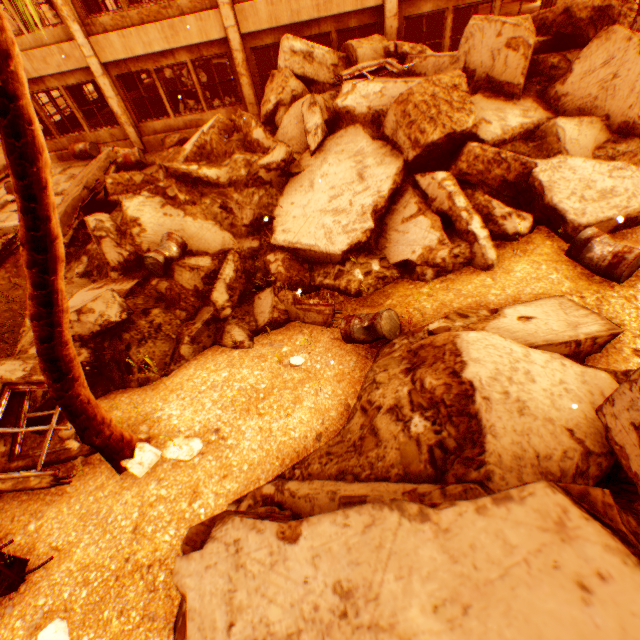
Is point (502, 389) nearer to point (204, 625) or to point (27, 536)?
point (204, 625)

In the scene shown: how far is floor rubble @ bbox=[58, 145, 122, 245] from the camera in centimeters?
795cm

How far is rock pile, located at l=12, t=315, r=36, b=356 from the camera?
6.6 meters

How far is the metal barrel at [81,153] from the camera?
12.59m

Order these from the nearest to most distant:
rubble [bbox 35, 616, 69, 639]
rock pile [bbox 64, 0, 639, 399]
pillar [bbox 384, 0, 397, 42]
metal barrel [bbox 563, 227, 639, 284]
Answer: rubble [bbox 35, 616, 69, 639], metal barrel [bbox 563, 227, 639, 284], rock pile [bbox 64, 0, 639, 399], pillar [bbox 384, 0, 397, 42]

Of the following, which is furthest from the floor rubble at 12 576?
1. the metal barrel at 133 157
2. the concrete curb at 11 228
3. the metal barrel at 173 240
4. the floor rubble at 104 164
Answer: the metal barrel at 133 157

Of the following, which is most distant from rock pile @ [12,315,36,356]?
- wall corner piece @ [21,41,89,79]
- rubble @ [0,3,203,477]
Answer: wall corner piece @ [21,41,89,79]

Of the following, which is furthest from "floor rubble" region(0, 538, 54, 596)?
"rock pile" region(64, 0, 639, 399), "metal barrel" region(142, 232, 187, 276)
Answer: "metal barrel" region(142, 232, 187, 276)
